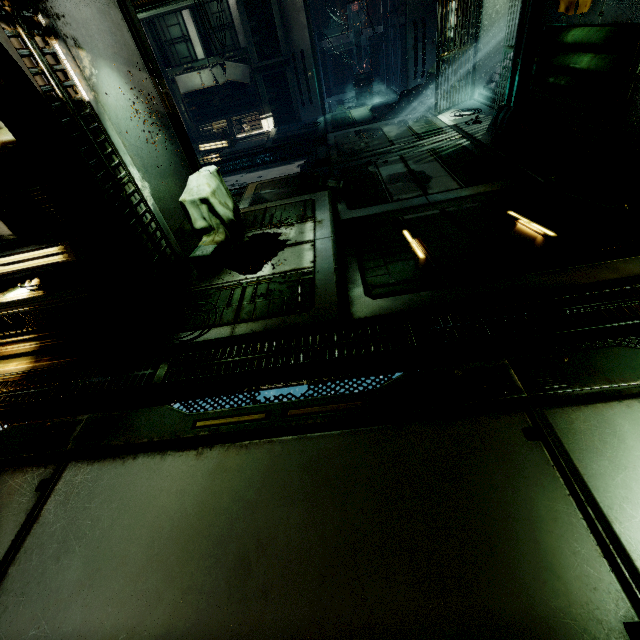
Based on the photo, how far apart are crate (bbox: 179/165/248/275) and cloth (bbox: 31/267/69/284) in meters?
0.4 m

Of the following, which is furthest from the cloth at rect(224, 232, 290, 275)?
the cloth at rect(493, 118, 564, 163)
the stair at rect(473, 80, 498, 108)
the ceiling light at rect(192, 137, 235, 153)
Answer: the ceiling light at rect(192, 137, 235, 153)

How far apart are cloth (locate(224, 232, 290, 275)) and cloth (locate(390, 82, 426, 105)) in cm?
1100

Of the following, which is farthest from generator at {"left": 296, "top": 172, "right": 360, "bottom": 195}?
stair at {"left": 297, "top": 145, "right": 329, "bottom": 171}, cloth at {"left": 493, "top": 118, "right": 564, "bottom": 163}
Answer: cloth at {"left": 493, "top": 118, "right": 564, "bottom": 163}

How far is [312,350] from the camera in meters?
3.0

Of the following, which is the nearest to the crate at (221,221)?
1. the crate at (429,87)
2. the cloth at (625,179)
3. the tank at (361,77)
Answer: the cloth at (625,179)

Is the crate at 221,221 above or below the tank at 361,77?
above

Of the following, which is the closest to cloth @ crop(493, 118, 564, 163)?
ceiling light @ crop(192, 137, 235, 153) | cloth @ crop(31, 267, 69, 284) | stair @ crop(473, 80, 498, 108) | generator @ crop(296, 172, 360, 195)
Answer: stair @ crop(473, 80, 498, 108)
